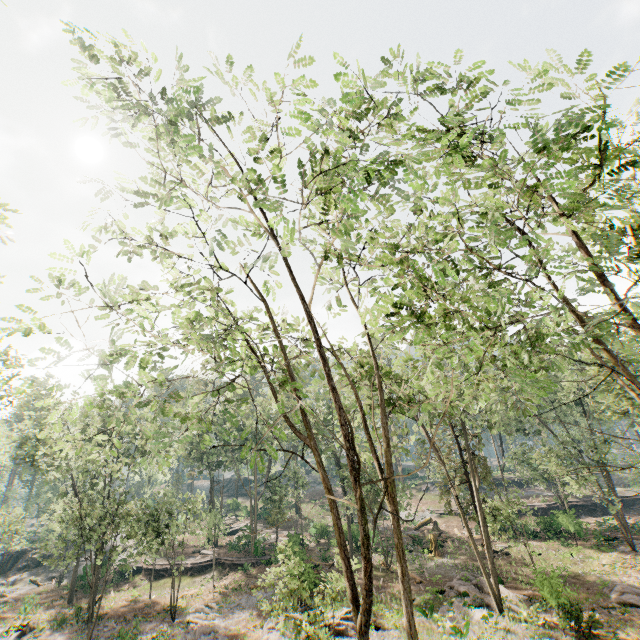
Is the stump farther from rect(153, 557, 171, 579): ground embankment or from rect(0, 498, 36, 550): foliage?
rect(153, 557, 171, 579): ground embankment

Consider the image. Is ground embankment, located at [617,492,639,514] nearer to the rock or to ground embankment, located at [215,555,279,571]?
ground embankment, located at [215,555,279,571]

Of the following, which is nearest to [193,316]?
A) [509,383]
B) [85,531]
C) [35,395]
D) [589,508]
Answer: [35,395]

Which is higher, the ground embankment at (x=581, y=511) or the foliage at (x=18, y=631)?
the ground embankment at (x=581, y=511)

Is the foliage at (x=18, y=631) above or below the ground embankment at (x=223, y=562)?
below

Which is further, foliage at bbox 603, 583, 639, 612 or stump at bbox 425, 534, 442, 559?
stump at bbox 425, 534, 442, 559

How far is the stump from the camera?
31.1 meters

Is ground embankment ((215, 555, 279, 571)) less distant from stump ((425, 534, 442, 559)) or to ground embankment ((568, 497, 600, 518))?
stump ((425, 534, 442, 559))
